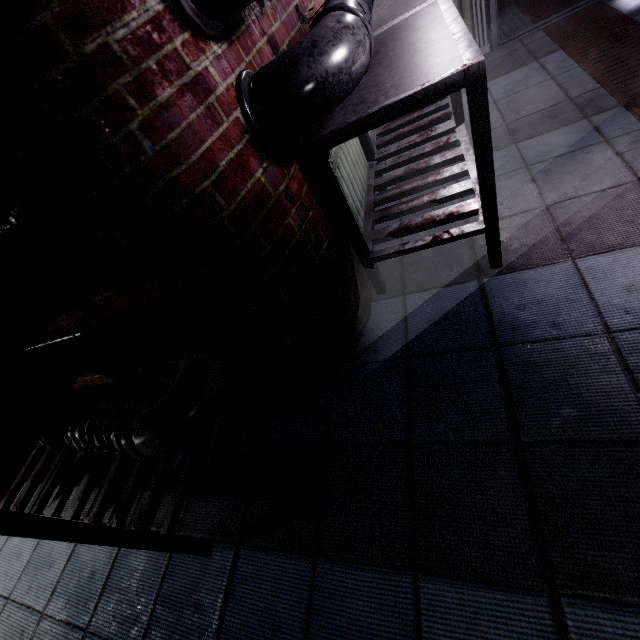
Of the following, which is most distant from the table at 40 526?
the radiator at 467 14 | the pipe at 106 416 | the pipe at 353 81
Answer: the radiator at 467 14

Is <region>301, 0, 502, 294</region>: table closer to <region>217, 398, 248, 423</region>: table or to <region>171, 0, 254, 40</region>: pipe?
<region>171, 0, 254, 40</region>: pipe

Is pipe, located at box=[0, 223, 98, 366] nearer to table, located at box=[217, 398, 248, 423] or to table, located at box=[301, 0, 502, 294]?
table, located at box=[217, 398, 248, 423]

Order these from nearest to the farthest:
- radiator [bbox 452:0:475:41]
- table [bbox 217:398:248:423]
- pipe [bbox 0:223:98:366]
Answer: pipe [bbox 0:223:98:366] < table [bbox 217:398:248:423] < radiator [bbox 452:0:475:41]

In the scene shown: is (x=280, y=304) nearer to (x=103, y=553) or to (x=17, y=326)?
(x=17, y=326)

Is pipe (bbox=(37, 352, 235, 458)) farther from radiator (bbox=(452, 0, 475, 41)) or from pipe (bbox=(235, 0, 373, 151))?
radiator (bbox=(452, 0, 475, 41))

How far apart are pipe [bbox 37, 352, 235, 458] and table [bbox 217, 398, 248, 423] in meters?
0.0

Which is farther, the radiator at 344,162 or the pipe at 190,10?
the radiator at 344,162
